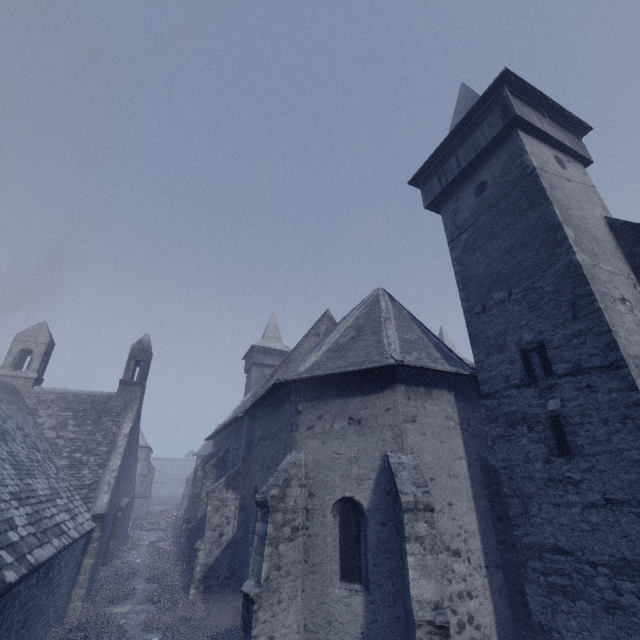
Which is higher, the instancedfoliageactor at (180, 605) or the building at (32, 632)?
the building at (32, 632)

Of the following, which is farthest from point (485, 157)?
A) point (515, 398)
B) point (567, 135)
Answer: point (515, 398)

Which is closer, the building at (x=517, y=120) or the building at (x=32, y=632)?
the building at (x=517, y=120)

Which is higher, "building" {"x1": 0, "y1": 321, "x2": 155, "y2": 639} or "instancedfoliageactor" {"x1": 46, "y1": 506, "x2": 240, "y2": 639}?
Result: "building" {"x1": 0, "y1": 321, "x2": 155, "y2": 639}

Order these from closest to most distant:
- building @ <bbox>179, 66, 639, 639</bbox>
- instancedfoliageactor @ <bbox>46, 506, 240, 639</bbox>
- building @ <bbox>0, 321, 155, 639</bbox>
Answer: building @ <bbox>179, 66, 639, 639</bbox>
building @ <bbox>0, 321, 155, 639</bbox>
instancedfoliageactor @ <bbox>46, 506, 240, 639</bbox>

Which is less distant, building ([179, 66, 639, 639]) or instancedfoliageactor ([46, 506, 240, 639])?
building ([179, 66, 639, 639])

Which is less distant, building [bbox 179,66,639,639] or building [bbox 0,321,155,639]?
building [bbox 179,66,639,639]
